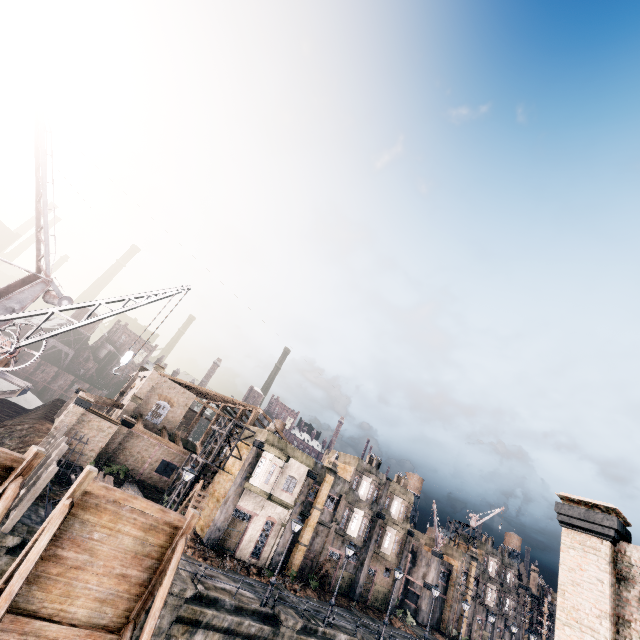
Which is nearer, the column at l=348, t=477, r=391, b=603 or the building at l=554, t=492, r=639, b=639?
the building at l=554, t=492, r=639, b=639

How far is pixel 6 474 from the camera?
7.29m

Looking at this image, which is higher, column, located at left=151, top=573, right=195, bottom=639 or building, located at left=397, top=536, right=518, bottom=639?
building, located at left=397, top=536, right=518, bottom=639

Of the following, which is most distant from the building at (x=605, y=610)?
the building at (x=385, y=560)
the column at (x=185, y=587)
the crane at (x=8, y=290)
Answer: the building at (x=385, y=560)

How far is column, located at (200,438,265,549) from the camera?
28.3 meters

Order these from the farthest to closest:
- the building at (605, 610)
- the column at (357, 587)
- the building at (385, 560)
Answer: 1. the building at (385, 560)
2. the column at (357, 587)
3. the building at (605, 610)

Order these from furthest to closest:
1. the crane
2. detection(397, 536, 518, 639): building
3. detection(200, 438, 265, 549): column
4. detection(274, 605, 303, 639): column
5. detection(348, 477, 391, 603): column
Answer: detection(397, 536, 518, 639): building, detection(348, 477, 391, 603): column, detection(200, 438, 265, 549): column, detection(274, 605, 303, 639): column, the crane

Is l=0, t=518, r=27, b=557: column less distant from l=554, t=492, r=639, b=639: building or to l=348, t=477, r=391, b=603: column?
l=554, t=492, r=639, b=639: building
